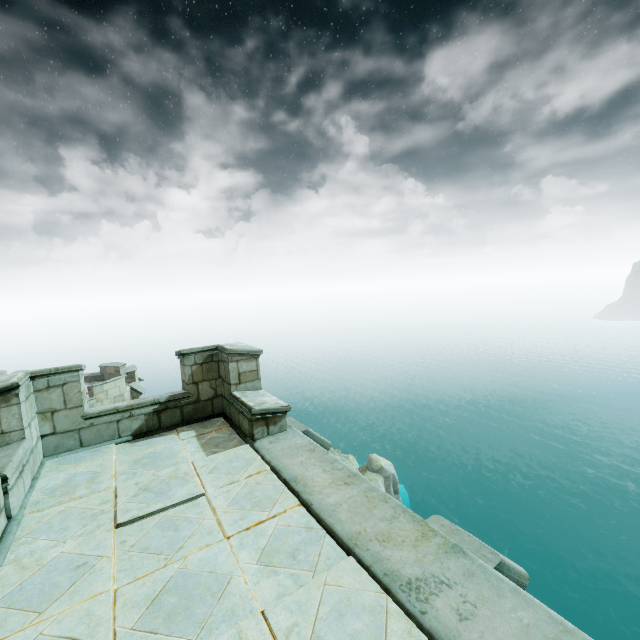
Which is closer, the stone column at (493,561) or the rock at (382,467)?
the stone column at (493,561)

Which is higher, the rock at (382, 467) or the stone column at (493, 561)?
the stone column at (493, 561)

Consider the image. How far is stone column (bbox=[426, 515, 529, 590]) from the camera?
2.7m

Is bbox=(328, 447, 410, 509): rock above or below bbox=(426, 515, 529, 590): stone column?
below

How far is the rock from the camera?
29.67m

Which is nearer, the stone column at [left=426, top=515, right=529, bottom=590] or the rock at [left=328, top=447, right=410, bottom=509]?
the stone column at [left=426, top=515, right=529, bottom=590]

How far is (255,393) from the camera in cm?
581
